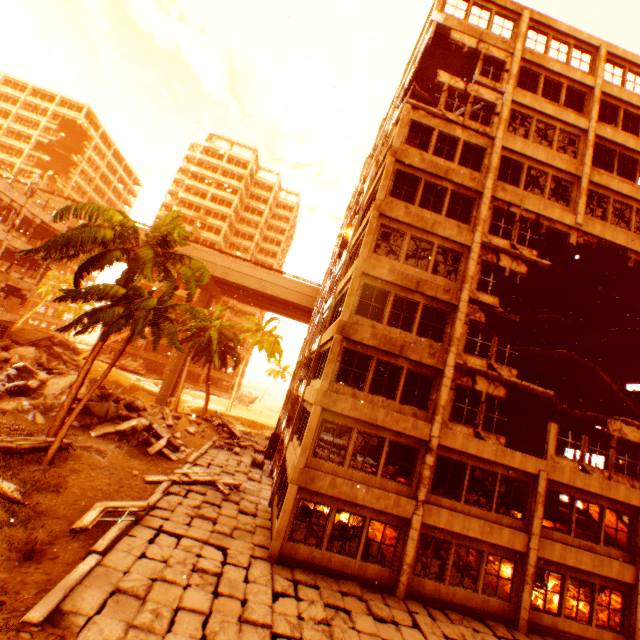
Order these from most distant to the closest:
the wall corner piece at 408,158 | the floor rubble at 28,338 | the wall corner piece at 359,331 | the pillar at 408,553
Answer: the floor rubble at 28,338, the wall corner piece at 408,158, the wall corner piece at 359,331, the pillar at 408,553

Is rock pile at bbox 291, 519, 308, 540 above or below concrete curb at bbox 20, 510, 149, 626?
above

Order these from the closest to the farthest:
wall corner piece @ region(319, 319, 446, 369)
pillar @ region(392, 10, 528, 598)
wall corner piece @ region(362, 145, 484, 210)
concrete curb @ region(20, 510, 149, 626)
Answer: concrete curb @ region(20, 510, 149, 626) < pillar @ region(392, 10, 528, 598) < wall corner piece @ region(319, 319, 446, 369) < wall corner piece @ region(362, 145, 484, 210)

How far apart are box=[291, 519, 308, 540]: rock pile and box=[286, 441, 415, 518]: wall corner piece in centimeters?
199cm

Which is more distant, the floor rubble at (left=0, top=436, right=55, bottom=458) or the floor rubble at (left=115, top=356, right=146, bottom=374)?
the floor rubble at (left=115, top=356, right=146, bottom=374)

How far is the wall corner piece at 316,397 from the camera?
12.84m

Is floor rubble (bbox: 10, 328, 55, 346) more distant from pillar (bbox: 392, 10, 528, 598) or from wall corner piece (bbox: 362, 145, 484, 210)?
pillar (bbox: 392, 10, 528, 598)

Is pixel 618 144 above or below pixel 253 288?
above
